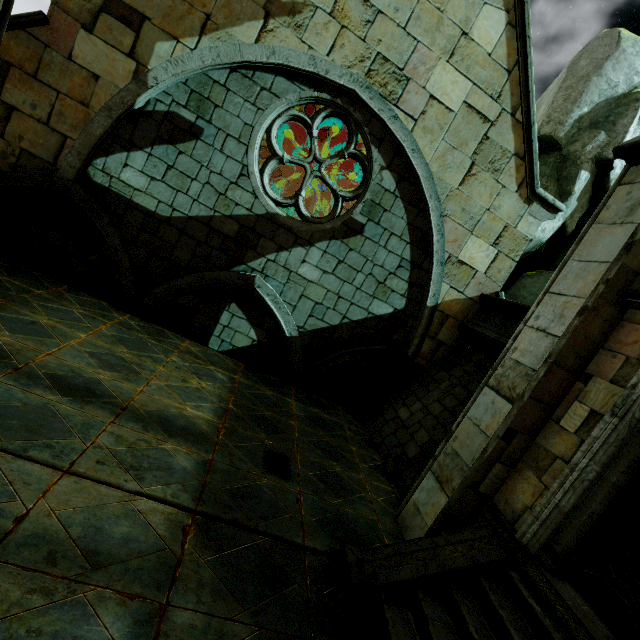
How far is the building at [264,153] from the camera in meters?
12.4

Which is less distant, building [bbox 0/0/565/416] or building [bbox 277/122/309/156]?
building [bbox 0/0/565/416]

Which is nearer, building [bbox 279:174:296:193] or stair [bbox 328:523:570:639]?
stair [bbox 328:523:570:639]

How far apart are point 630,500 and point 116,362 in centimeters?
1038cm

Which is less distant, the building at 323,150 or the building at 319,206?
the building at 323,150

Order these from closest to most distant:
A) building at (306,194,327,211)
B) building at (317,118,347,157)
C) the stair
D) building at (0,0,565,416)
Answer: the stair, building at (0,0,565,416), building at (317,118,347,157), building at (306,194,327,211)
